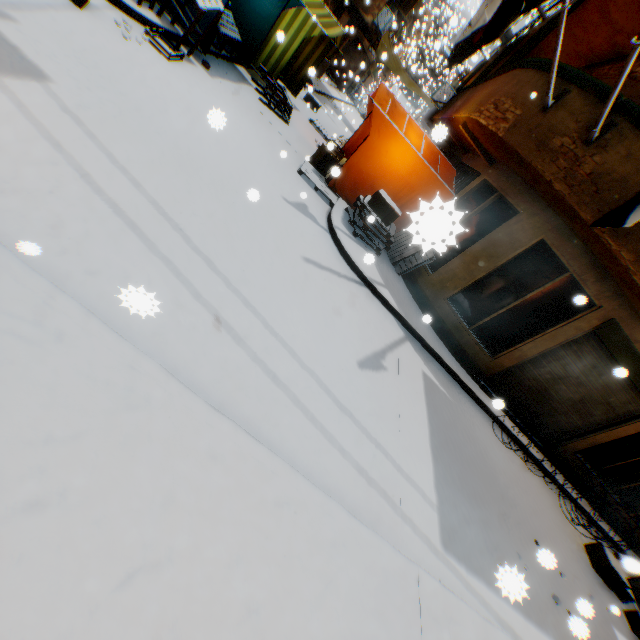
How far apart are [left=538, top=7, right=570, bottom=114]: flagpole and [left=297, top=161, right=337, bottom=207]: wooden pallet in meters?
4.4

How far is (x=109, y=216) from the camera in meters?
3.0 m

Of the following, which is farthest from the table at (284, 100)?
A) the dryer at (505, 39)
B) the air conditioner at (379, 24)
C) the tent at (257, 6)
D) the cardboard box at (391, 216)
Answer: the air conditioner at (379, 24)

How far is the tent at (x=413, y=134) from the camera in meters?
8.1

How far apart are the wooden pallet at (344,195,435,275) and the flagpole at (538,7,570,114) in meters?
3.1

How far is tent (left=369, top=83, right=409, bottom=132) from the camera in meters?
7.8 m

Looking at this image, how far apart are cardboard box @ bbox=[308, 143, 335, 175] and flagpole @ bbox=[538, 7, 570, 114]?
4.6m

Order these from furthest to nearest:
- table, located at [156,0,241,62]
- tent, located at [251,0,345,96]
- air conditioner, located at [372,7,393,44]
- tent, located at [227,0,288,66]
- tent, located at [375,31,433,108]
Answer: tent, located at [375,31,433,108], air conditioner, located at [372,7,393,44], tent, located at [251,0,345,96], tent, located at [227,0,288,66], table, located at [156,0,241,62]
